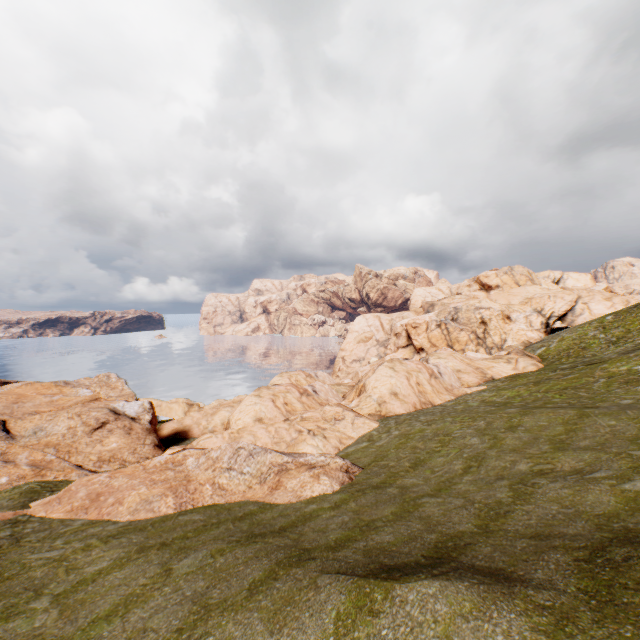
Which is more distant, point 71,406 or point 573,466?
point 71,406
